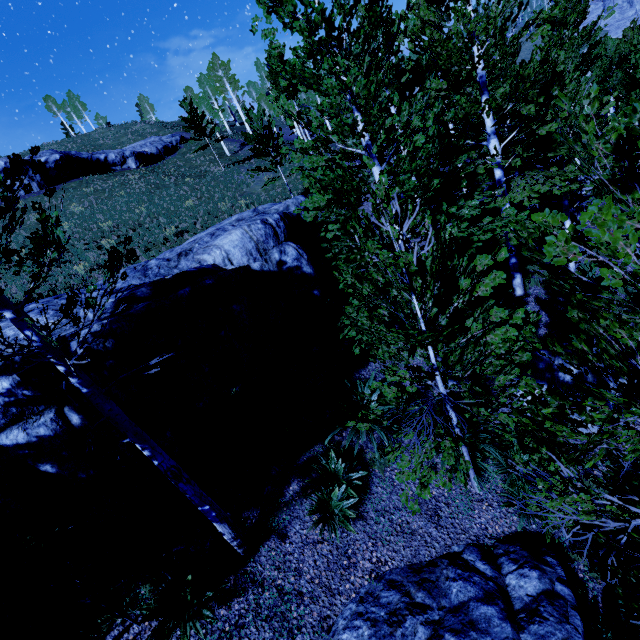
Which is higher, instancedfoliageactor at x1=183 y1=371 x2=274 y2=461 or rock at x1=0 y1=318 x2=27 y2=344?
rock at x1=0 y1=318 x2=27 y2=344

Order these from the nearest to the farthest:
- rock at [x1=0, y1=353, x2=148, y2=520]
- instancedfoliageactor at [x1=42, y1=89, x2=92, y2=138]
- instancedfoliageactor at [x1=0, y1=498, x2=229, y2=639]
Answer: instancedfoliageactor at [x1=0, y1=498, x2=229, y2=639]
rock at [x1=0, y1=353, x2=148, y2=520]
instancedfoliageactor at [x1=42, y1=89, x2=92, y2=138]

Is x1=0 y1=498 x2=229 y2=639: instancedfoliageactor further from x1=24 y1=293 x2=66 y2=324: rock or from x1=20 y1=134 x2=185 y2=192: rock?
x1=20 y1=134 x2=185 y2=192: rock

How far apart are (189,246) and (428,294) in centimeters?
951cm

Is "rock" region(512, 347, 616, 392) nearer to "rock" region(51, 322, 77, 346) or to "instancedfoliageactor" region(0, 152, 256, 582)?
"instancedfoliageactor" region(0, 152, 256, 582)

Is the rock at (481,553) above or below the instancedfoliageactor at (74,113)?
below

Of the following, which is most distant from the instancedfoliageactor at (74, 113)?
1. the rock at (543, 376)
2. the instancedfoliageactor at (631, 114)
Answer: the rock at (543, 376)

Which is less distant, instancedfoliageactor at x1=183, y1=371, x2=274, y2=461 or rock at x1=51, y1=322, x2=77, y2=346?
rock at x1=51, y1=322, x2=77, y2=346
